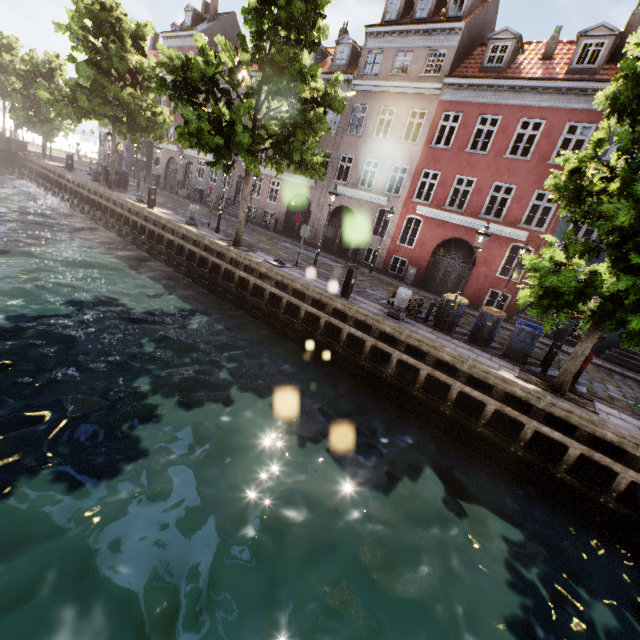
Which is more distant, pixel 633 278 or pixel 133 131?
pixel 133 131

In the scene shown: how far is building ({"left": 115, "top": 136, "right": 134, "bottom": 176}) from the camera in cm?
3806

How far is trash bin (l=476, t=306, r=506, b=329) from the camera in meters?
11.0

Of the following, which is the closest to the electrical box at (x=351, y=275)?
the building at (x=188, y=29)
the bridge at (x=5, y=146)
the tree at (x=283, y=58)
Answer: the tree at (x=283, y=58)

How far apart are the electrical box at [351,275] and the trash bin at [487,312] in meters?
4.5

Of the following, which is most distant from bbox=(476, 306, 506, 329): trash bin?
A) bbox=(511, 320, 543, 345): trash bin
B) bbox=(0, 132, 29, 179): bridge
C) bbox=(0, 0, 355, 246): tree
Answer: bbox=(0, 132, 29, 179): bridge

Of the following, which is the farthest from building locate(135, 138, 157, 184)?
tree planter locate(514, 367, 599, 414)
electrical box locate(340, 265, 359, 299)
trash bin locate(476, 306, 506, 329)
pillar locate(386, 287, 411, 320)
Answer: electrical box locate(340, 265, 359, 299)
